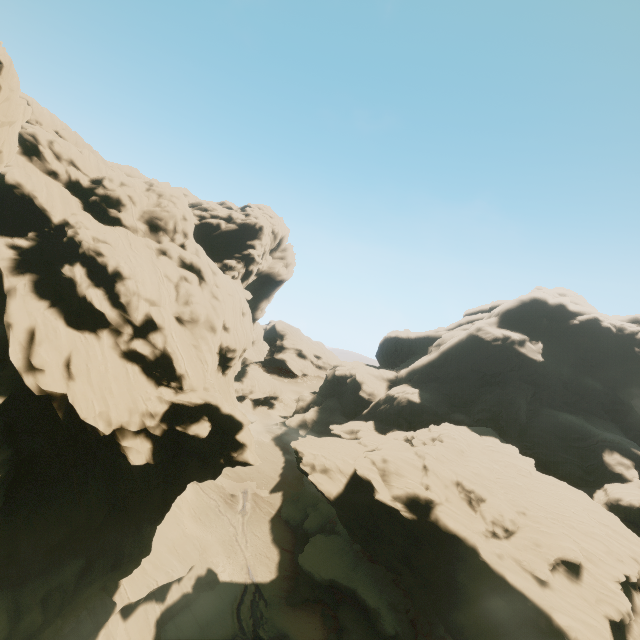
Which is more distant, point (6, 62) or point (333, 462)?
point (333, 462)

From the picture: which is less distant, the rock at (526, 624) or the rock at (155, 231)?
the rock at (155, 231)

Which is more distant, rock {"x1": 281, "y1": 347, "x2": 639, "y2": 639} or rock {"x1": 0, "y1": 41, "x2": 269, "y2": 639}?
rock {"x1": 281, "y1": 347, "x2": 639, "y2": 639}
